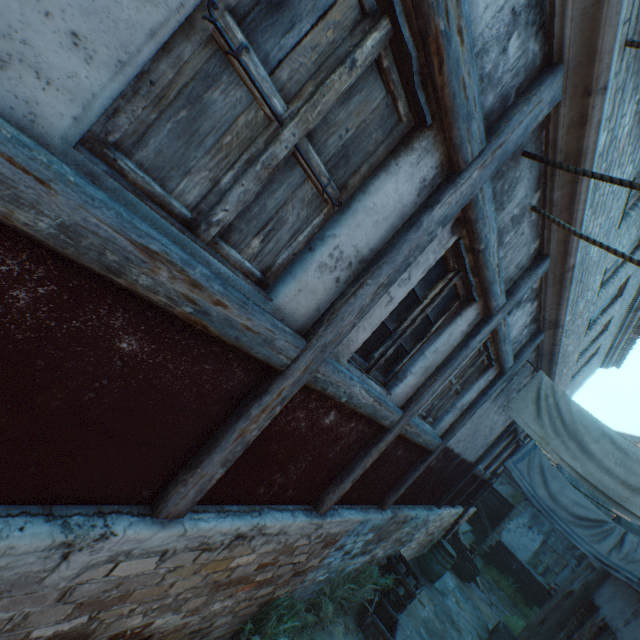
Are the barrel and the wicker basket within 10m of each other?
yes

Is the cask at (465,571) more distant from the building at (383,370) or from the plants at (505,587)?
the plants at (505,587)

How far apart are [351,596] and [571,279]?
5.7 meters

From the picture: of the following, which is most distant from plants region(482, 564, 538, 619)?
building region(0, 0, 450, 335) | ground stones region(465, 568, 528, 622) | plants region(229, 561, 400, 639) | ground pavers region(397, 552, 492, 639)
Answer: plants region(229, 561, 400, 639)

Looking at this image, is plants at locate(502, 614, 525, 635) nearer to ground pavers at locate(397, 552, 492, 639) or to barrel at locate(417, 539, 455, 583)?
ground pavers at locate(397, 552, 492, 639)

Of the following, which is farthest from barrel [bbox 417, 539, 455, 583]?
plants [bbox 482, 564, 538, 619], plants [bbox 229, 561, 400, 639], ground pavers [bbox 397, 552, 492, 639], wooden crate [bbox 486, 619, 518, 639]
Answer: plants [bbox 482, 564, 538, 619]

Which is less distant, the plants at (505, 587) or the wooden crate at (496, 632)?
the wooden crate at (496, 632)

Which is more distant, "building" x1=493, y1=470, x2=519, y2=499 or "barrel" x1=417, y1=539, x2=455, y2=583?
"building" x1=493, y1=470, x2=519, y2=499
